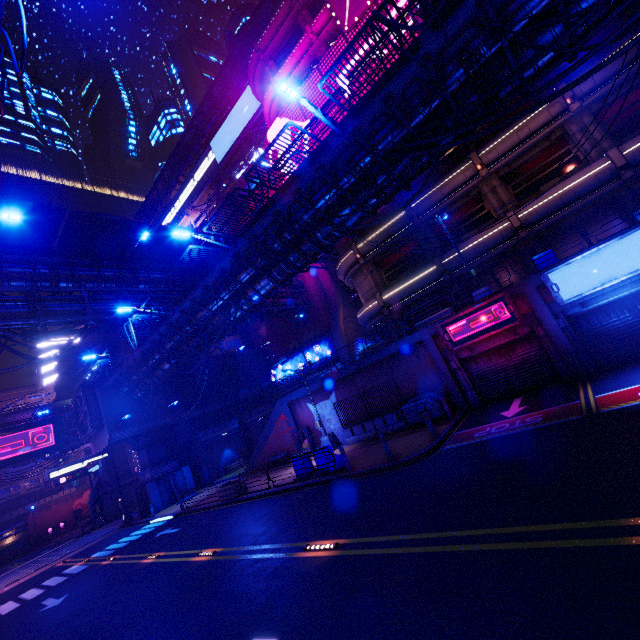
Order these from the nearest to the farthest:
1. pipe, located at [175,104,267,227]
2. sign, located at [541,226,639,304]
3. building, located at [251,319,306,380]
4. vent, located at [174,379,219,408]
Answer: sign, located at [541,226,639,304], vent, located at [174,379,219,408], building, located at [251,319,306,380], pipe, located at [175,104,267,227]

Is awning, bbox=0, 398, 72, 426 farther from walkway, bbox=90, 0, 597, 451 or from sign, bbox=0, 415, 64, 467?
walkway, bbox=90, 0, 597, 451

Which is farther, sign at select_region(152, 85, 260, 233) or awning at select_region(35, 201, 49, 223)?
sign at select_region(152, 85, 260, 233)

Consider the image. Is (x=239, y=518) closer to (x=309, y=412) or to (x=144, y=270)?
(x=309, y=412)

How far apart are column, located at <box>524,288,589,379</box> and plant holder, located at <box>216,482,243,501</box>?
18.42m

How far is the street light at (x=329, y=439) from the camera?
21.4 meters

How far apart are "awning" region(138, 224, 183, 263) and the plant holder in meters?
17.6

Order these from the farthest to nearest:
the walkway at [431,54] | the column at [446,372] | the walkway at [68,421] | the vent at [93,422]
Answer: the walkway at [68,421] → the vent at [93,422] → the column at [446,372] → the walkway at [431,54]
